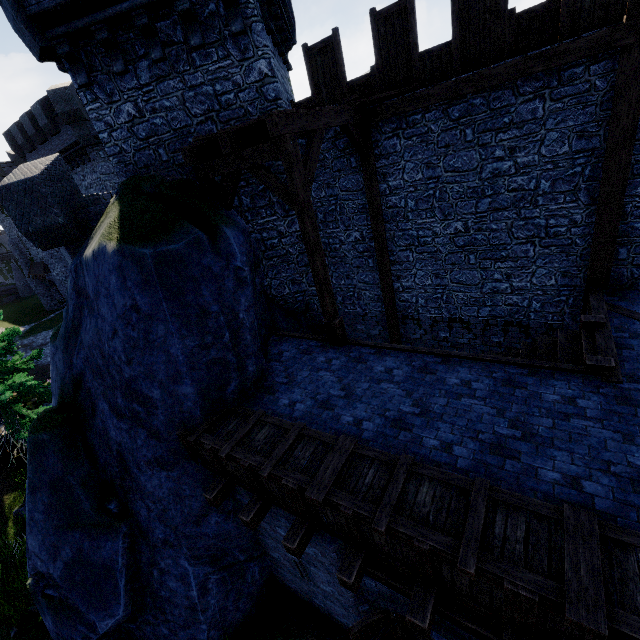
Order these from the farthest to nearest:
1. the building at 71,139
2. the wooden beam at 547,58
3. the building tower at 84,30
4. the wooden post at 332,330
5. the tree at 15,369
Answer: the building at 71,139 < the tree at 15,369 < the wooden post at 332,330 < the building tower at 84,30 < the wooden beam at 547,58

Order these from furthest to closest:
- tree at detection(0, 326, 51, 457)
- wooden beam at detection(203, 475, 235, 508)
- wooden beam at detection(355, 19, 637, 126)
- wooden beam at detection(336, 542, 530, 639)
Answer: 1. tree at detection(0, 326, 51, 457)
2. wooden beam at detection(203, 475, 235, 508)
3. wooden beam at detection(355, 19, 637, 126)
4. wooden beam at detection(336, 542, 530, 639)

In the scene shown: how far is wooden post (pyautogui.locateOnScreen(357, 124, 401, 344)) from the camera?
8.62m

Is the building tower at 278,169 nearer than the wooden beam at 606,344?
No

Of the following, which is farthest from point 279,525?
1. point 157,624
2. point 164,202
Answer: point 164,202

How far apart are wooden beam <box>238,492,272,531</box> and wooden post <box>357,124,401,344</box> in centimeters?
685cm

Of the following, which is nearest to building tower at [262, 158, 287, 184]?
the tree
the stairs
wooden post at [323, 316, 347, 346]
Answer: wooden post at [323, 316, 347, 346]

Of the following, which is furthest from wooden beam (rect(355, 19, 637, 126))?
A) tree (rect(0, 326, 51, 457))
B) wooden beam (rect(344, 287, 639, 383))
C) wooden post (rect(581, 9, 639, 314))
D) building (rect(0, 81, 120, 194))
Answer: building (rect(0, 81, 120, 194))
